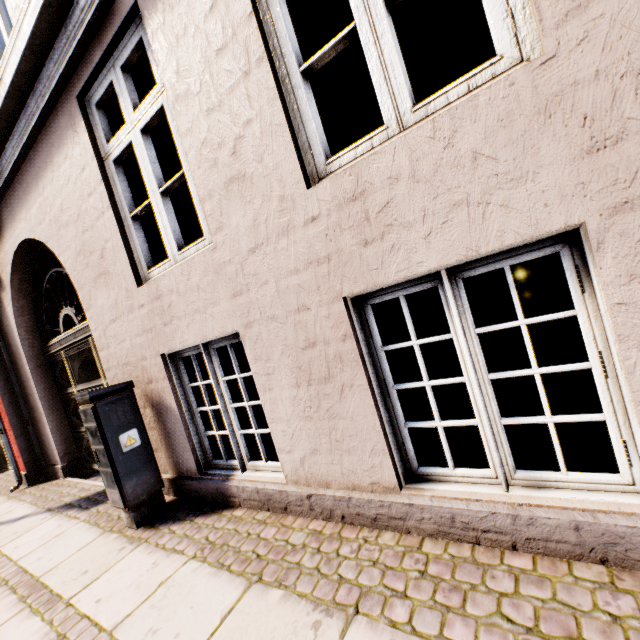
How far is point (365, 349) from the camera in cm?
188

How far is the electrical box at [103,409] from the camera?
2.78m

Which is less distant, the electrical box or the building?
the building

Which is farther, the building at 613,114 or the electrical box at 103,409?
the electrical box at 103,409

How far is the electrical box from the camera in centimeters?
278cm
